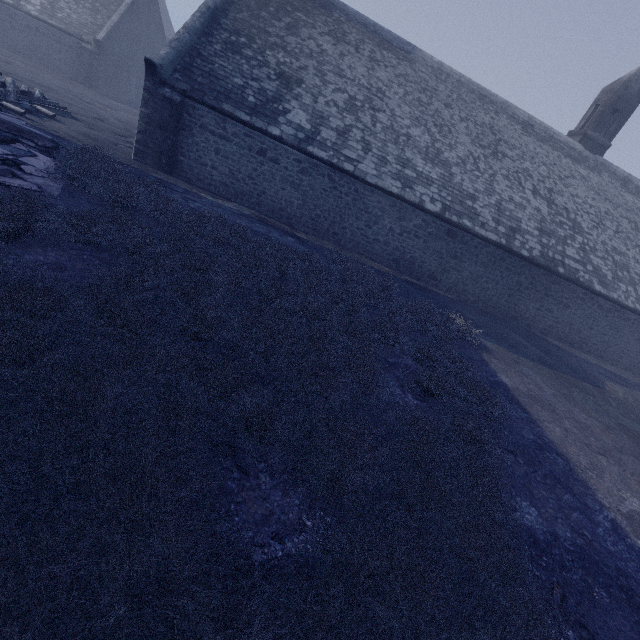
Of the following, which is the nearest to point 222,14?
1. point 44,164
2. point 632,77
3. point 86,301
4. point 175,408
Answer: point 44,164
